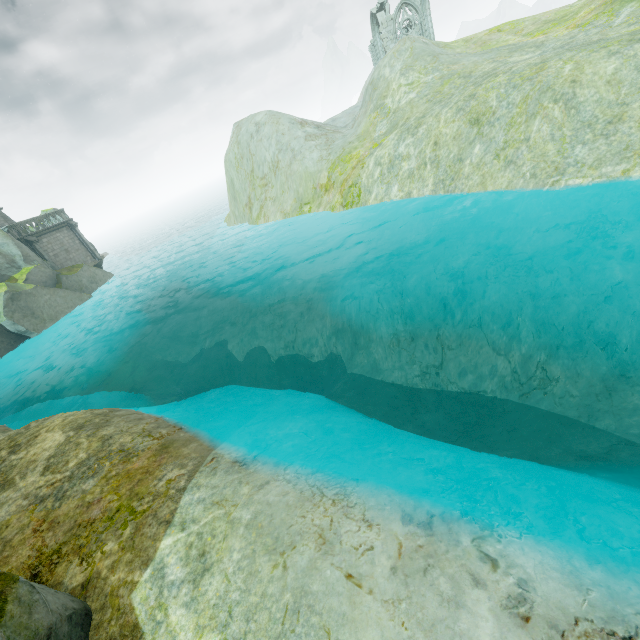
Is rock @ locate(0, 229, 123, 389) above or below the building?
below

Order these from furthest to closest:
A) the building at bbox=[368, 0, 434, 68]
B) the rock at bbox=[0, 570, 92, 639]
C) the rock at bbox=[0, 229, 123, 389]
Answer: the building at bbox=[368, 0, 434, 68] < the rock at bbox=[0, 229, 123, 389] < the rock at bbox=[0, 570, 92, 639]

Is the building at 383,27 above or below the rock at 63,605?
above

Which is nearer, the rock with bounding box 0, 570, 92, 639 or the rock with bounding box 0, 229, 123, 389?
the rock with bounding box 0, 570, 92, 639

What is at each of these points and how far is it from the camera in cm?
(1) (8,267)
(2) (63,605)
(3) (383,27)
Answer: (1) rock, 2909
(2) rock, 452
(3) building, 4159

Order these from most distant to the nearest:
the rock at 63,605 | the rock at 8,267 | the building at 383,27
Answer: the building at 383,27 < the rock at 8,267 < the rock at 63,605

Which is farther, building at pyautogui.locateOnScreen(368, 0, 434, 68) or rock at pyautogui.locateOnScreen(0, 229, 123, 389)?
building at pyautogui.locateOnScreen(368, 0, 434, 68)
